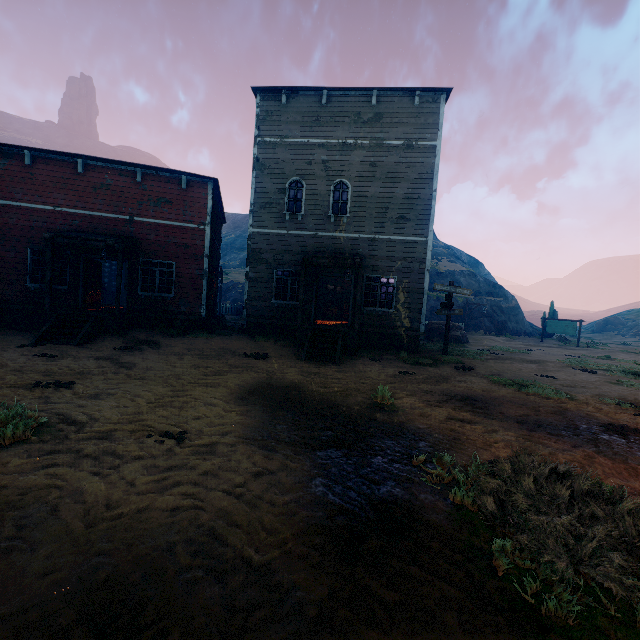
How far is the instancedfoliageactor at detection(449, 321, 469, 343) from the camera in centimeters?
2056cm

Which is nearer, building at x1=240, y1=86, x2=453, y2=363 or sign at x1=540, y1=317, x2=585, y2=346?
building at x1=240, y1=86, x2=453, y2=363

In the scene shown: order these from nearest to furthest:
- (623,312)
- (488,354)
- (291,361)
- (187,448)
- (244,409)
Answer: (187,448)
(244,409)
(291,361)
(488,354)
(623,312)

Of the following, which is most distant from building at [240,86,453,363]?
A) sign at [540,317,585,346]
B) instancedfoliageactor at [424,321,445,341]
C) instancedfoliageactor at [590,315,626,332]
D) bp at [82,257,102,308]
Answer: instancedfoliageactor at [590,315,626,332]

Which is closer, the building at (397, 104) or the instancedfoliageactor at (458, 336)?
the building at (397, 104)

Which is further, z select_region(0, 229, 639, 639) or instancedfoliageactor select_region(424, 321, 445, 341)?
instancedfoliageactor select_region(424, 321, 445, 341)

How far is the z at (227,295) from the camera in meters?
32.3 m

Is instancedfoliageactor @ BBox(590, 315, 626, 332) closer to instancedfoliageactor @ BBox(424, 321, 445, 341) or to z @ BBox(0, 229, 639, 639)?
z @ BBox(0, 229, 639, 639)
